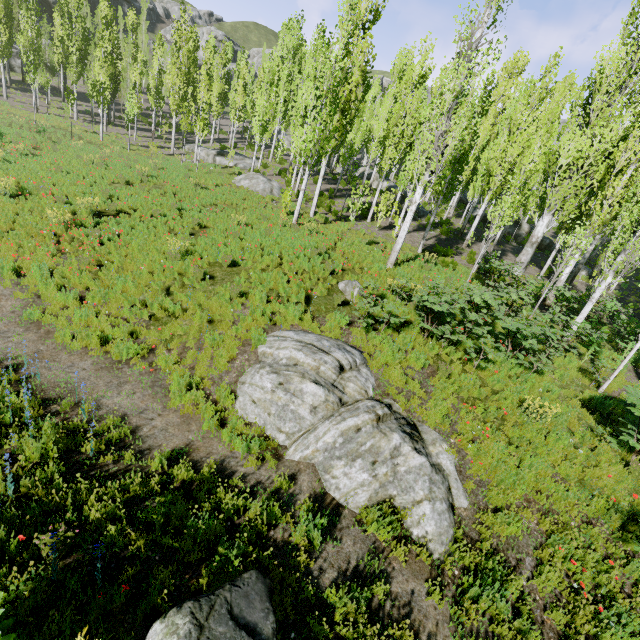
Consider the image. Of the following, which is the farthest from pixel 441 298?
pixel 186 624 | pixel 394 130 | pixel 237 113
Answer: pixel 237 113

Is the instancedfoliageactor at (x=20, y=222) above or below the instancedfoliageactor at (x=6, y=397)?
below

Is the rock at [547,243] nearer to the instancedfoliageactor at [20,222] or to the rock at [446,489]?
the instancedfoliageactor at [20,222]

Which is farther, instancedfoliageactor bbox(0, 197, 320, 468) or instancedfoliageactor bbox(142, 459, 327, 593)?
instancedfoliageactor bbox(0, 197, 320, 468)

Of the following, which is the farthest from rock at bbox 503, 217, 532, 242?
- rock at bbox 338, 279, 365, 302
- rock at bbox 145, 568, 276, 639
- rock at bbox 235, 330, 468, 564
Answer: rock at bbox 145, 568, 276, 639

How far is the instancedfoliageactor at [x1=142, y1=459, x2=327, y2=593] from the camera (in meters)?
4.23

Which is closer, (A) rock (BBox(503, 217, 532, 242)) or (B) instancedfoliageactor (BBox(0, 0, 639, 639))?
(B) instancedfoliageactor (BBox(0, 0, 639, 639))

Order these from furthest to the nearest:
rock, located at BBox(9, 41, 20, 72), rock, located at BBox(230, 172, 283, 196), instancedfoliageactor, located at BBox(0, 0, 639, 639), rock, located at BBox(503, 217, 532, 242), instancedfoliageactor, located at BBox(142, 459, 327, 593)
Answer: rock, located at BBox(9, 41, 20, 72), rock, located at BBox(503, 217, 532, 242), rock, located at BBox(230, 172, 283, 196), instancedfoliageactor, located at BBox(0, 0, 639, 639), instancedfoliageactor, located at BBox(142, 459, 327, 593)
